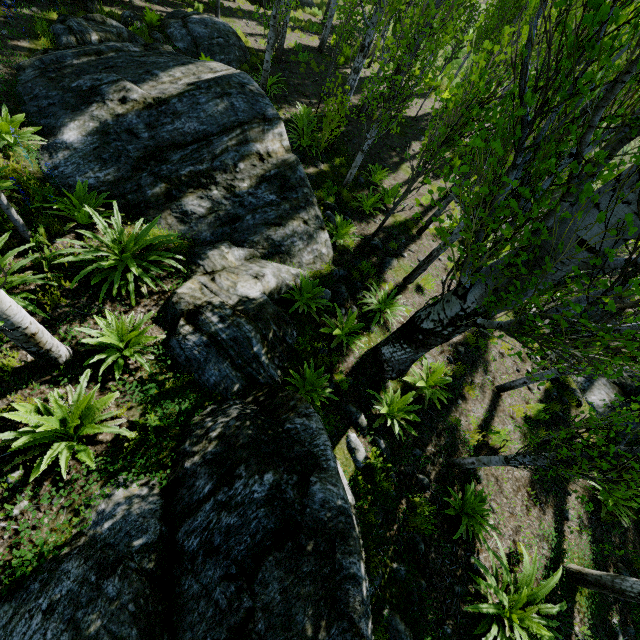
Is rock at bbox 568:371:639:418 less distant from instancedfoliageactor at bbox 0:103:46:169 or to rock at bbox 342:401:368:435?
instancedfoliageactor at bbox 0:103:46:169

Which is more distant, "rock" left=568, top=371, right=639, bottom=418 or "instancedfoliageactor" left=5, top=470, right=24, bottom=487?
"rock" left=568, top=371, right=639, bottom=418

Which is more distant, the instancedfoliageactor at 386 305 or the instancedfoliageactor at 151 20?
the instancedfoliageactor at 151 20

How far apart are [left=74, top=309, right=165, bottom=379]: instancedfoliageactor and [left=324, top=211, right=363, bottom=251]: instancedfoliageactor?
5.1m

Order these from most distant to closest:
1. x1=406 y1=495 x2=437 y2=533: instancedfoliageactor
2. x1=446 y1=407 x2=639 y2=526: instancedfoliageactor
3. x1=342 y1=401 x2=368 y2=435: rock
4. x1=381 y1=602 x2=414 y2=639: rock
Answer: x1=342 y1=401 x2=368 y2=435: rock
x1=406 y1=495 x2=437 y2=533: instancedfoliageactor
x1=381 y1=602 x2=414 y2=639: rock
x1=446 y1=407 x2=639 y2=526: instancedfoliageactor

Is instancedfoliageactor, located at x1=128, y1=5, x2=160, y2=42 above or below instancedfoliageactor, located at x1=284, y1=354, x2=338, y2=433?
below

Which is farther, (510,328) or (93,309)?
(93,309)

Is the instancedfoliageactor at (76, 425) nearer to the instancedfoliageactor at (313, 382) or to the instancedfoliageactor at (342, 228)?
the instancedfoliageactor at (313, 382)
